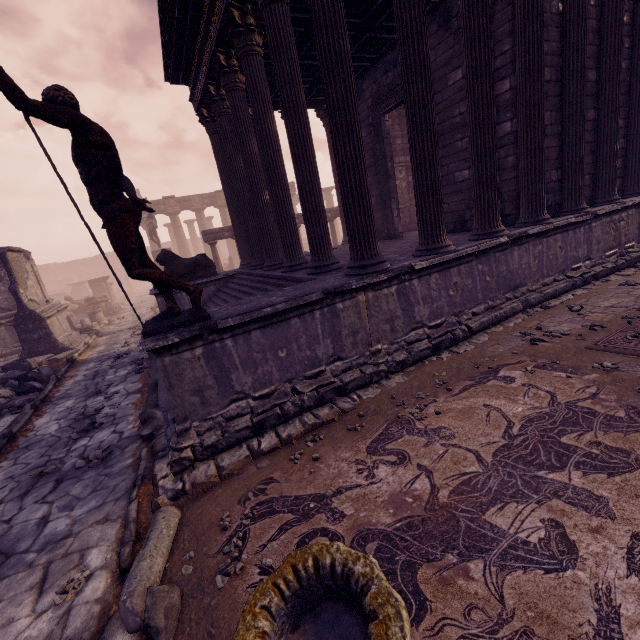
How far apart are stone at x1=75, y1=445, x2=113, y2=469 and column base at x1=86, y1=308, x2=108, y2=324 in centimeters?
1402cm

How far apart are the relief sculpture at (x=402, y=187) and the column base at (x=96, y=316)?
15.0 meters

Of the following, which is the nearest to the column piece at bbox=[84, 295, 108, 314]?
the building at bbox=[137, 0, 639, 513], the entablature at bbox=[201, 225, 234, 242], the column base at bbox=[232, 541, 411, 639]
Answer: the entablature at bbox=[201, 225, 234, 242]

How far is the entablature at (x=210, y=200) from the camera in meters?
29.0 m

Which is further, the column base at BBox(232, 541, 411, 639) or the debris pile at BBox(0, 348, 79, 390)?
the debris pile at BBox(0, 348, 79, 390)

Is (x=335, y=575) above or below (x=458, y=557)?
above

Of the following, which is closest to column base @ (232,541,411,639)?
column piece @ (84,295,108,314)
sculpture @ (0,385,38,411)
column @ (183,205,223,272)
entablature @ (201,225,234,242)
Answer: sculpture @ (0,385,38,411)

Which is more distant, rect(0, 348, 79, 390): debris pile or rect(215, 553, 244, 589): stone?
rect(0, 348, 79, 390): debris pile
